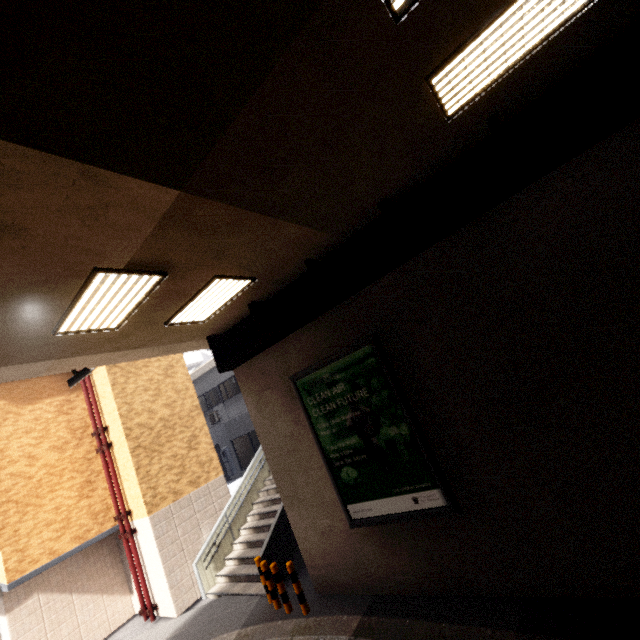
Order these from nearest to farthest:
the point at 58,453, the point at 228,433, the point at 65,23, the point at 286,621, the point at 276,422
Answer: the point at 65,23 → the point at 286,621 → the point at 276,422 → the point at 58,453 → the point at 228,433

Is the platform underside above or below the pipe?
above

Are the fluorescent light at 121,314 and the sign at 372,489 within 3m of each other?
no

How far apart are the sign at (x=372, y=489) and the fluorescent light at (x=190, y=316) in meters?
2.3 m

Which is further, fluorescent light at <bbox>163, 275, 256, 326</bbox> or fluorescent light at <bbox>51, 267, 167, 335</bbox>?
fluorescent light at <bbox>163, 275, 256, 326</bbox>

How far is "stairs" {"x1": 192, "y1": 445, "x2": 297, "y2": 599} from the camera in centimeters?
927cm

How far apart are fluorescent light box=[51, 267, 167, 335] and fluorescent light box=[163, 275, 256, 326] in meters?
0.9 m

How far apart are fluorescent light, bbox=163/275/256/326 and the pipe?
7.4 meters
